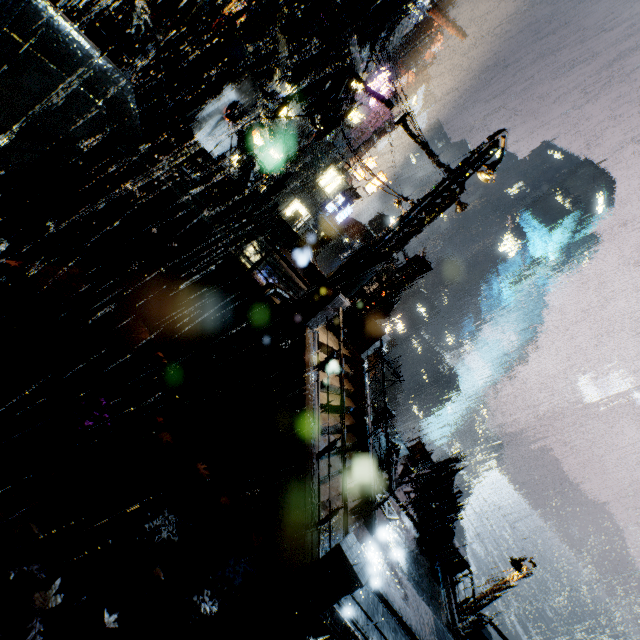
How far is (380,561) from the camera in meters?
10.3

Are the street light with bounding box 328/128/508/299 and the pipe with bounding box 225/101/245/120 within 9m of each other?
no

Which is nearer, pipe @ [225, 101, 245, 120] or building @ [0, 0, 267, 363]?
building @ [0, 0, 267, 363]

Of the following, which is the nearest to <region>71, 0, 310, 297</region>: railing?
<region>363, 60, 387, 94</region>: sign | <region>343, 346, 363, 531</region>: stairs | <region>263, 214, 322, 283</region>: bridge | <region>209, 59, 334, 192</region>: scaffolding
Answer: <region>343, 346, 363, 531</region>: stairs

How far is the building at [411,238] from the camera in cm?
1759

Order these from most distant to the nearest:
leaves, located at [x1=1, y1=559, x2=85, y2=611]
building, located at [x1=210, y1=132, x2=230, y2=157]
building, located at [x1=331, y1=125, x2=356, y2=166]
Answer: building, located at [x1=331, y1=125, x2=356, y2=166], building, located at [x1=210, y1=132, x2=230, y2=157], leaves, located at [x1=1, y1=559, x2=85, y2=611]

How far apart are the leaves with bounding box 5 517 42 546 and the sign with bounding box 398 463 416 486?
14.5 meters

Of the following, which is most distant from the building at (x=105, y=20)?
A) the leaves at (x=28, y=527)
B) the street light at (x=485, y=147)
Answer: the leaves at (x=28, y=527)
